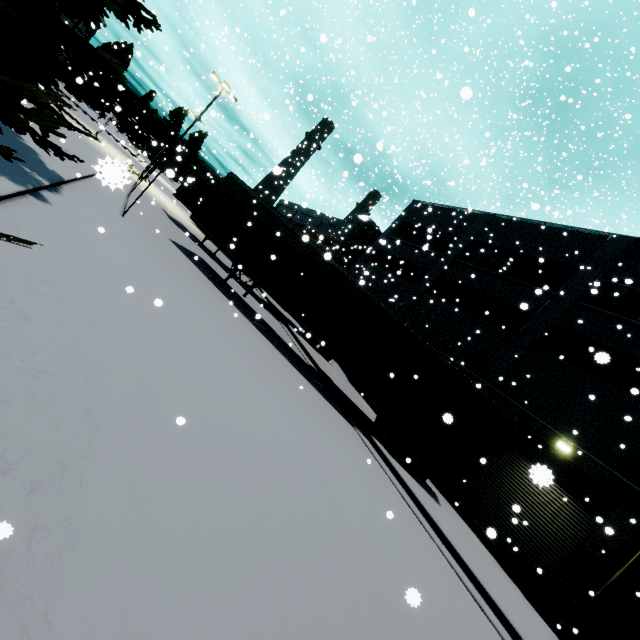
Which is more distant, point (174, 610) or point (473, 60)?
point (473, 60)

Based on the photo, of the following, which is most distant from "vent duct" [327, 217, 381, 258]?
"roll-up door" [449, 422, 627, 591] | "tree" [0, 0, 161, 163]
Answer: "roll-up door" [449, 422, 627, 591]

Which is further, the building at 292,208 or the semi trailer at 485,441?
the building at 292,208

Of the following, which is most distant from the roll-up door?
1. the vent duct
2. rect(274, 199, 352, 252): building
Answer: the vent duct

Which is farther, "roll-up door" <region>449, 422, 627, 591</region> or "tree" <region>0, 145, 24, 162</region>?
"roll-up door" <region>449, 422, 627, 591</region>

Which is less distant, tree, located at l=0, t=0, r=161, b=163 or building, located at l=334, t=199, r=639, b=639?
tree, located at l=0, t=0, r=161, b=163

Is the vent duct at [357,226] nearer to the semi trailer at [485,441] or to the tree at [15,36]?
the semi trailer at [485,441]

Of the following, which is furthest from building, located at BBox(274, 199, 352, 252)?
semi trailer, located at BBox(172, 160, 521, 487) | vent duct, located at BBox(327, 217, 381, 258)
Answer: semi trailer, located at BBox(172, 160, 521, 487)
